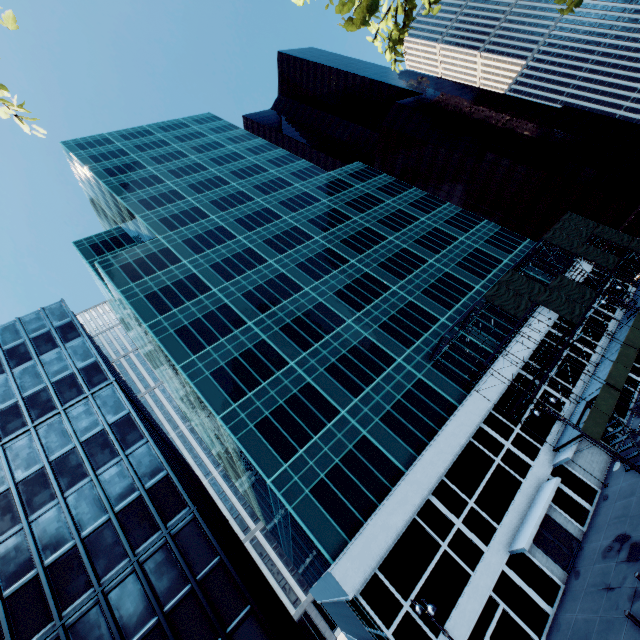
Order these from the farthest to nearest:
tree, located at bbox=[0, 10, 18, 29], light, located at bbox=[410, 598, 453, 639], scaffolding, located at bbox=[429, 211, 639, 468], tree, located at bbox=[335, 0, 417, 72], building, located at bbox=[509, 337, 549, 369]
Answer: building, located at bbox=[509, 337, 549, 369] → scaffolding, located at bbox=[429, 211, 639, 468] → light, located at bbox=[410, 598, 453, 639] → tree, located at bbox=[335, 0, 417, 72] → tree, located at bbox=[0, 10, 18, 29]

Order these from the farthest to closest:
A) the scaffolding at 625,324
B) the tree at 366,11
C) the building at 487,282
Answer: the scaffolding at 625,324, the building at 487,282, the tree at 366,11

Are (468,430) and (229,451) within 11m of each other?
no

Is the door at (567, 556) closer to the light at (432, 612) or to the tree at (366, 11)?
the light at (432, 612)

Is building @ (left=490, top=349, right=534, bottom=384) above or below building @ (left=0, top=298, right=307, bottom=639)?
below

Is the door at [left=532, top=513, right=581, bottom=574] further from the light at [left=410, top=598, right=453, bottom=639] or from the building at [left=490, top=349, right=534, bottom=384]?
the light at [left=410, top=598, right=453, bottom=639]

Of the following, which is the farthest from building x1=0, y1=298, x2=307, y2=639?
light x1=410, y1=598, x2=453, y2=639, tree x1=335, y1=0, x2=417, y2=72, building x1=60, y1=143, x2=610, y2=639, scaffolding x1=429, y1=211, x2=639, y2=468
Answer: tree x1=335, y1=0, x2=417, y2=72

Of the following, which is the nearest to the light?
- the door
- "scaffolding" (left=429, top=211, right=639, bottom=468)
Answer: the door
